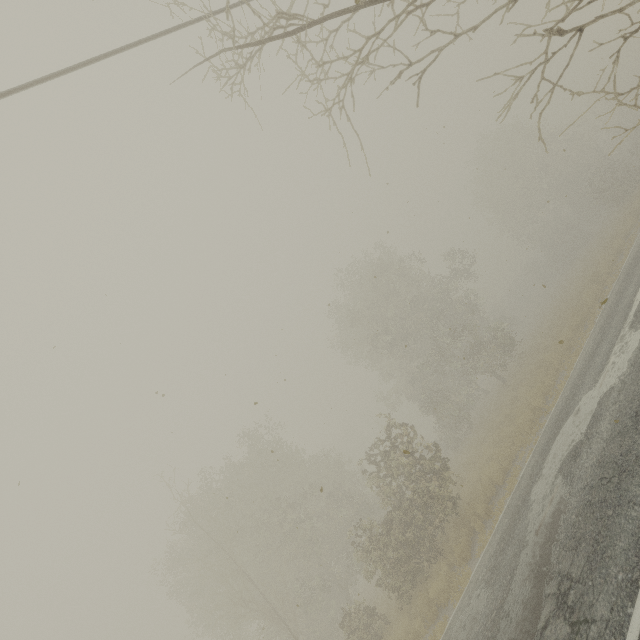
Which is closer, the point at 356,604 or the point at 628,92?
the point at 628,92
